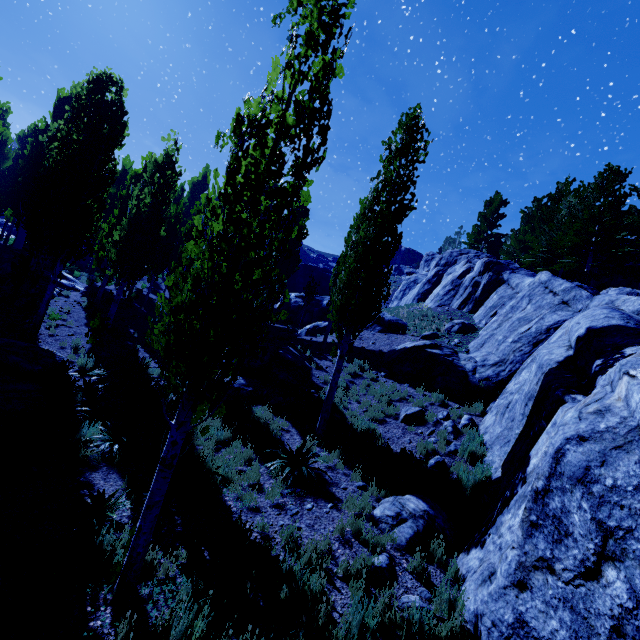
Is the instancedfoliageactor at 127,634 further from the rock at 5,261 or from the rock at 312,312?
the rock at 5,261

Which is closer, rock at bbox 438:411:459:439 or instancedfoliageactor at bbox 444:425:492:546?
instancedfoliageactor at bbox 444:425:492:546

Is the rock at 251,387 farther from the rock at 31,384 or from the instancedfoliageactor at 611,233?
the rock at 31,384

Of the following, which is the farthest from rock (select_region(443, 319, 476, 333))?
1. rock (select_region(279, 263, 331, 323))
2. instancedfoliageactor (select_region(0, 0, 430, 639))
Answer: rock (select_region(279, 263, 331, 323))

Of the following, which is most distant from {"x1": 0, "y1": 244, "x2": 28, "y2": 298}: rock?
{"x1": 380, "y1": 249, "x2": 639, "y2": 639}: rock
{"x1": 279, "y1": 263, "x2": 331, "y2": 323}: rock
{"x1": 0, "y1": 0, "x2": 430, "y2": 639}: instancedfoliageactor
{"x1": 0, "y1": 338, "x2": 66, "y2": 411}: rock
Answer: {"x1": 279, "y1": 263, "x2": 331, "y2": 323}: rock

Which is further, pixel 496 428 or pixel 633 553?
pixel 496 428

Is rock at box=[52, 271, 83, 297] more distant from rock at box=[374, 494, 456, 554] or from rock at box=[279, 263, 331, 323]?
rock at box=[279, 263, 331, 323]
